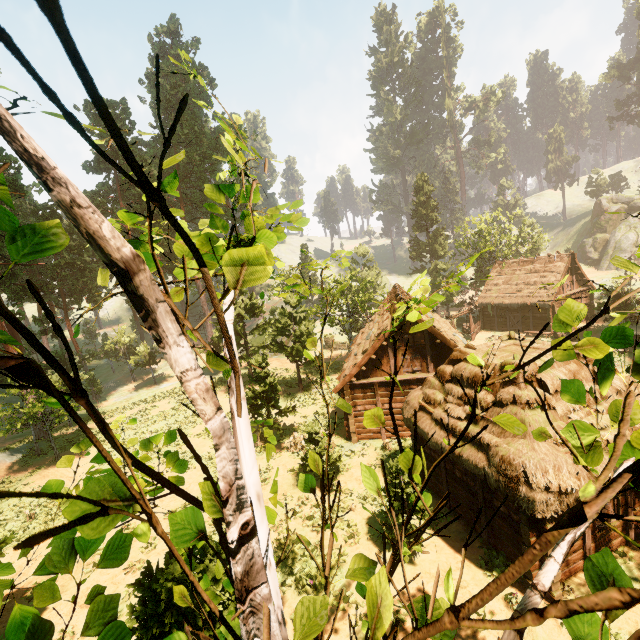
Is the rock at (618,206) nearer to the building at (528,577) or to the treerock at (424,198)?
the treerock at (424,198)

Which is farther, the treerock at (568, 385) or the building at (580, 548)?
the building at (580, 548)

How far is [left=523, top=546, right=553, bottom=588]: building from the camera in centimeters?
928cm

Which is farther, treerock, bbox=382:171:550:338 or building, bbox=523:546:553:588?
building, bbox=523:546:553:588

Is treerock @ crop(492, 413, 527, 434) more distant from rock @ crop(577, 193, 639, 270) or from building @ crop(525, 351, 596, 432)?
rock @ crop(577, 193, 639, 270)

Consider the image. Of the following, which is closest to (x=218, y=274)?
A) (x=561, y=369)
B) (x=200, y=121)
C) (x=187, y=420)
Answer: (x=561, y=369)

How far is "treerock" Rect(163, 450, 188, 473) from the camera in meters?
5.0 m
